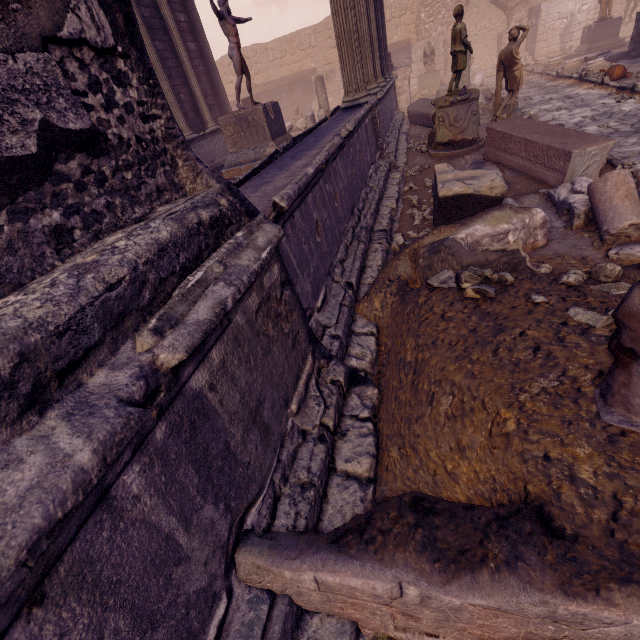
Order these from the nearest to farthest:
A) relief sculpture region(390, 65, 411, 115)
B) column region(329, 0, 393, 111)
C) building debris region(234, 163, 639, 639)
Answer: building debris region(234, 163, 639, 639)
column region(329, 0, 393, 111)
relief sculpture region(390, 65, 411, 115)

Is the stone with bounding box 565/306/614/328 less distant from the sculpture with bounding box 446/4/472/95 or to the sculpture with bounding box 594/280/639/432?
the sculpture with bounding box 594/280/639/432

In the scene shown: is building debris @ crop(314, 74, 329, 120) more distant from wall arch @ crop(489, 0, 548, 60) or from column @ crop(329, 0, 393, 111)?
wall arch @ crop(489, 0, 548, 60)

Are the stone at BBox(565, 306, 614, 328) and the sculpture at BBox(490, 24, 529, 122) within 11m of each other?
yes

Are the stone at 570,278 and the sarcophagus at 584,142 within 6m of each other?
yes

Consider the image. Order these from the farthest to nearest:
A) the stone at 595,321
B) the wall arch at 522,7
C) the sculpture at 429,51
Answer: the wall arch at 522,7 < the sculpture at 429,51 < the stone at 595,321

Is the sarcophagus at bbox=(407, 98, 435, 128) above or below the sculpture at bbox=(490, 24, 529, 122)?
below

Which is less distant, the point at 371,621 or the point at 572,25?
the point at 371,621
